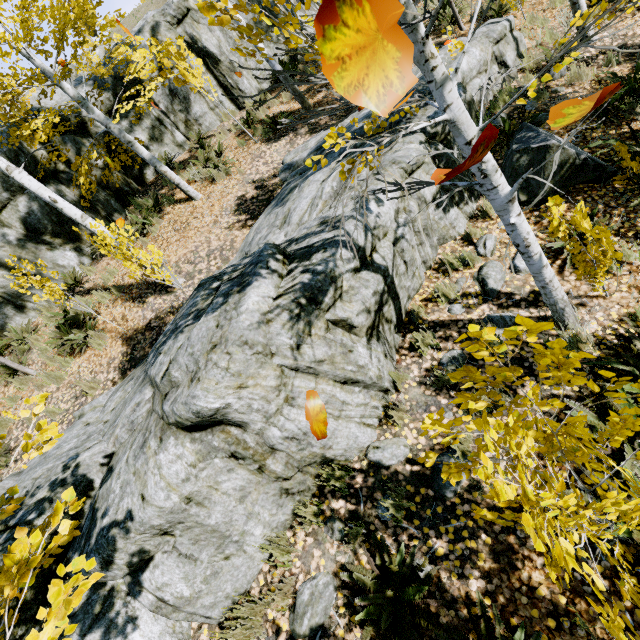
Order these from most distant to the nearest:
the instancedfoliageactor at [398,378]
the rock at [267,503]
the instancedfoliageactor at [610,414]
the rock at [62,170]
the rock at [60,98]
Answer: the rock at [60,98], the rock at [62,170], the instancedfoliageactor at [398,378], the rock at [267,503], the instancedfoliageactor at [610,414]

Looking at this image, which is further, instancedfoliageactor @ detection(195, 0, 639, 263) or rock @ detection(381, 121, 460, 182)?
rock @ detection(381, 121, 460, 182)

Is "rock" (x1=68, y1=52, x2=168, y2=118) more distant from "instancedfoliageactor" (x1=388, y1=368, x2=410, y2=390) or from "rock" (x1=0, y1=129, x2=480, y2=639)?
"rock" (x1=0, y1=129, x2=480, y2=639)

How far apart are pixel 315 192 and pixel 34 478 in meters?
5.6 m

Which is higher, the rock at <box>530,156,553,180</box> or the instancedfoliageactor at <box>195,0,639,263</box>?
the instancedfoliageactor at <box>195,0,639,263</box>

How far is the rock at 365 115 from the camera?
5.8 meters

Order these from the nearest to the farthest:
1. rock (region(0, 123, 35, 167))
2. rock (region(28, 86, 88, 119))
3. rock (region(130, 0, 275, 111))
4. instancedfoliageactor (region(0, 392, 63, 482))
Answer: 1. instancedfoliageactor (region(0, 392, 63, 482))
2. rock (region(0, 123, 35, 167))
3. rock (region(28, 86, 88, 119))
4. rock (region(130, 0, 275, 111))
